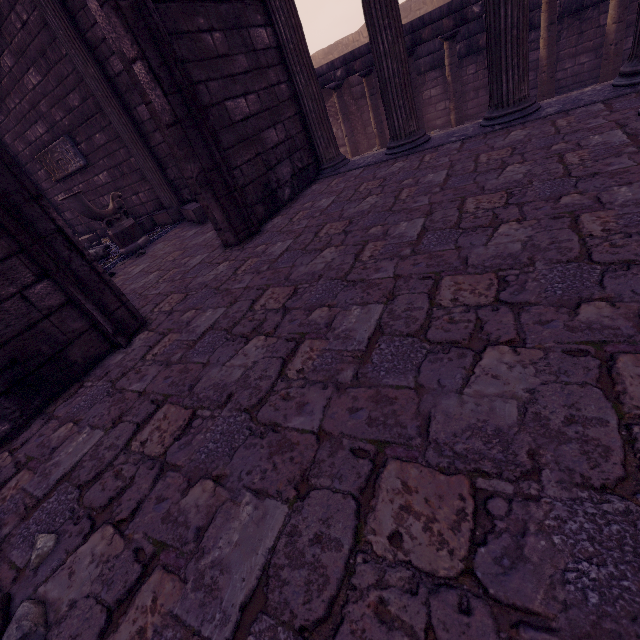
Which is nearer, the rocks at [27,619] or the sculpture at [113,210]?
the rocks at [27,619]

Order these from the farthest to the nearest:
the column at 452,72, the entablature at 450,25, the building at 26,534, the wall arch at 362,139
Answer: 1. the wall arch at 362,139
2. the column at 452,72
3. the entablature at 450,25
4. the building at 26,534

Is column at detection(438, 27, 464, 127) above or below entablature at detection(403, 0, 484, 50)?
below

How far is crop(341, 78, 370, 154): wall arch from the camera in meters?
11.8

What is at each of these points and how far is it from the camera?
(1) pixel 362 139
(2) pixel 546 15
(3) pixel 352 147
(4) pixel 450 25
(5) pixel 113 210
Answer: (1) wall arch, 12.6m
(2) column, 7.2m
(3) column, 10.8m
(4) entablature, 7.9m
(5) sculpture, 6.0m

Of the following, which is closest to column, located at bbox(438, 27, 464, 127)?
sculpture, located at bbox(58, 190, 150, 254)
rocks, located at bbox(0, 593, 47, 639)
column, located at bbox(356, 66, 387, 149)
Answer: column, located at bbox(356, 66, 387, 149)

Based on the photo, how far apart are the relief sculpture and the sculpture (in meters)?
2.85

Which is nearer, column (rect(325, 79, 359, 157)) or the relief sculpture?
the relief sculpture
